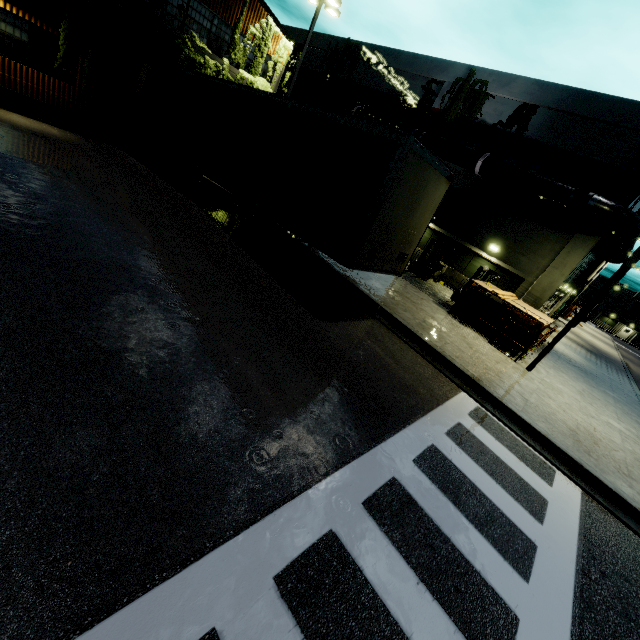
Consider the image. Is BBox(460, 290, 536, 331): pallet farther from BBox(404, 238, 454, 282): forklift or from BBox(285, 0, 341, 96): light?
BBox(285, 0, 341, 96): light

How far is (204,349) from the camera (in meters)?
4.94

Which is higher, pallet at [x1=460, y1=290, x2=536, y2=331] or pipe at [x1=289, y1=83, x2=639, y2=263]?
pipe at [x1=289, y1=83, x2=639, y2=263]

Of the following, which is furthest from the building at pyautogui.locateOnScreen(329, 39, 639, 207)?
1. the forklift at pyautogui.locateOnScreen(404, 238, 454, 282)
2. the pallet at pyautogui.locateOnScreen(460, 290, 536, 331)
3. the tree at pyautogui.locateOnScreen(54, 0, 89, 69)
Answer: the pallet at pyautogui.locateOnScreen(460, 290, 536, 331)

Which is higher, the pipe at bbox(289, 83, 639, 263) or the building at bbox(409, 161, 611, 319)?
the pipe at bbox(289, 83, 639, 263)

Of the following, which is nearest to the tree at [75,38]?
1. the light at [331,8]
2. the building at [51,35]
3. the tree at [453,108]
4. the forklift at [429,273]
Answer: the building at [51,35]

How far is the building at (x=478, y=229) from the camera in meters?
16.0

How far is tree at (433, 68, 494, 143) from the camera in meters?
18.1 m
